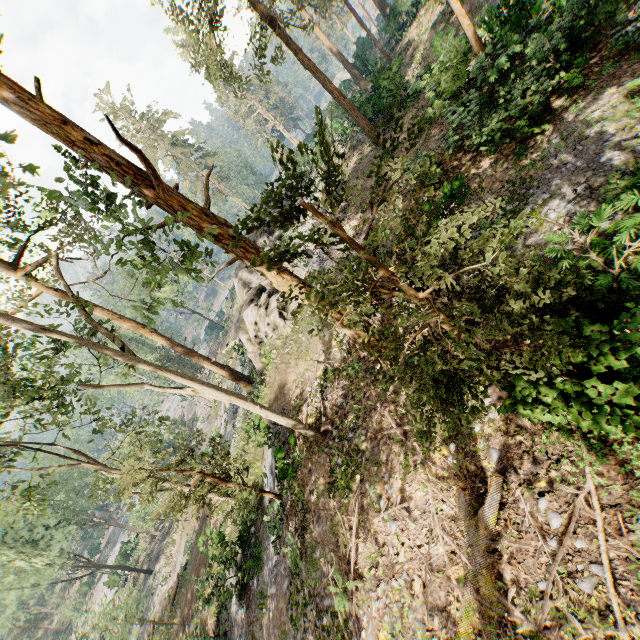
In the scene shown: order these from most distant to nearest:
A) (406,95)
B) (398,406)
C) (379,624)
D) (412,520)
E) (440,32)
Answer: (406,95) < (440,32) < (398,406) < (412,520) < (379,624)

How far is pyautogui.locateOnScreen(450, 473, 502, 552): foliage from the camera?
6.4m

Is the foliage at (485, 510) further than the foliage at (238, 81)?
No

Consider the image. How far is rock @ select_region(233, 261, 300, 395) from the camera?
20.5 meters

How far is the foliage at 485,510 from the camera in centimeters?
642cm

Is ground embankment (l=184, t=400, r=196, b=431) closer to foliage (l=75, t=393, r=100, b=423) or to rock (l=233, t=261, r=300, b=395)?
foliage (l=75, t=393, r=100, b=423)

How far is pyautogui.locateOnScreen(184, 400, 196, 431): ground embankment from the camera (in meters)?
52.09
